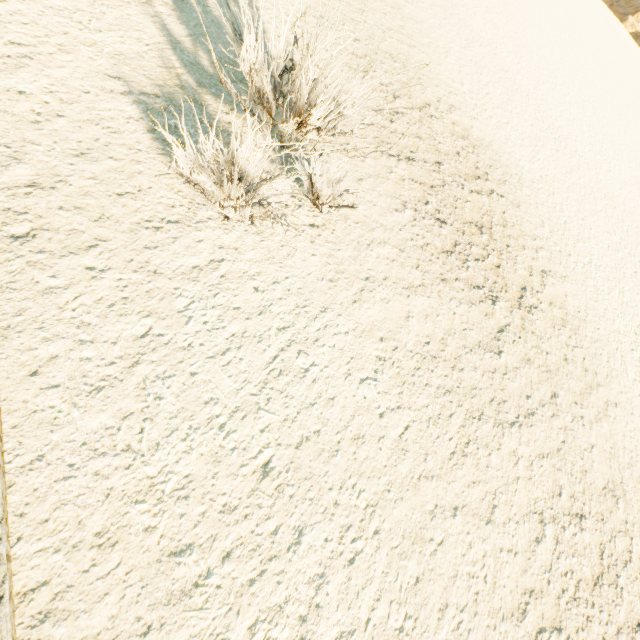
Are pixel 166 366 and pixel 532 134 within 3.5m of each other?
no
